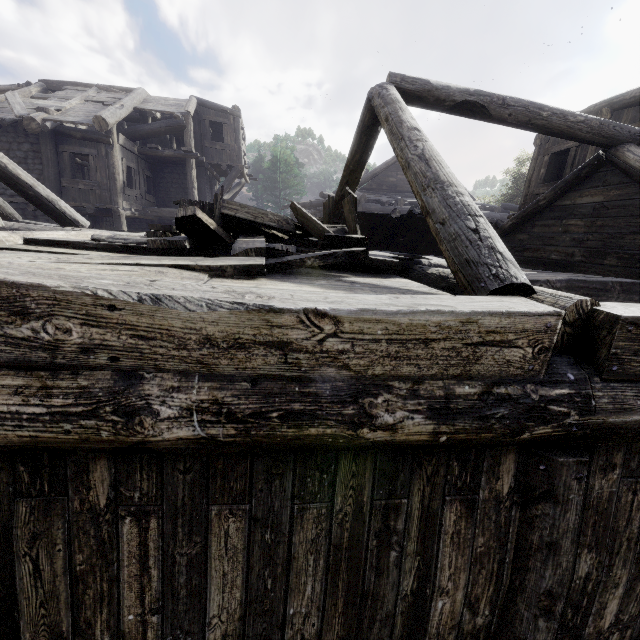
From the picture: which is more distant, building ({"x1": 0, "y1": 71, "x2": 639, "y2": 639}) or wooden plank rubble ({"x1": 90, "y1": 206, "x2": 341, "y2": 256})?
wooden plank rubble ({"x1": 90, "y1": 206, "x2": 341, "y2": 256})

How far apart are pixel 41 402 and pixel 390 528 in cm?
200

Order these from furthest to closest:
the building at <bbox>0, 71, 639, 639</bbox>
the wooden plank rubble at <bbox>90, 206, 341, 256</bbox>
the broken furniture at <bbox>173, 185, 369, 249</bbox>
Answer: the broken furniture at <bbox>173, 185, 369, 249</bbox>, the wooden plank rubble at <bbox>90, 206, 341, 256</bbox>, the building at <bbox>0, 71, 639, 639</bbox>

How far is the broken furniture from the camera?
4.40m

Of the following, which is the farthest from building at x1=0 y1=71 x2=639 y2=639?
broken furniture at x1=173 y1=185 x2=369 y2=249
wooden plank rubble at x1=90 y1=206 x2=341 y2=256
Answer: broken furniture at x1=173 y1=185 x2=369 y2=249

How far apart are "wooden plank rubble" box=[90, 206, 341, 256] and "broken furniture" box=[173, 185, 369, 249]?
0.0m

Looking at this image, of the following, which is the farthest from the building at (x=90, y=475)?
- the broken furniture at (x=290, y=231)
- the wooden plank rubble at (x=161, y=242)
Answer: the broken furniture at (x=290, y=231)
